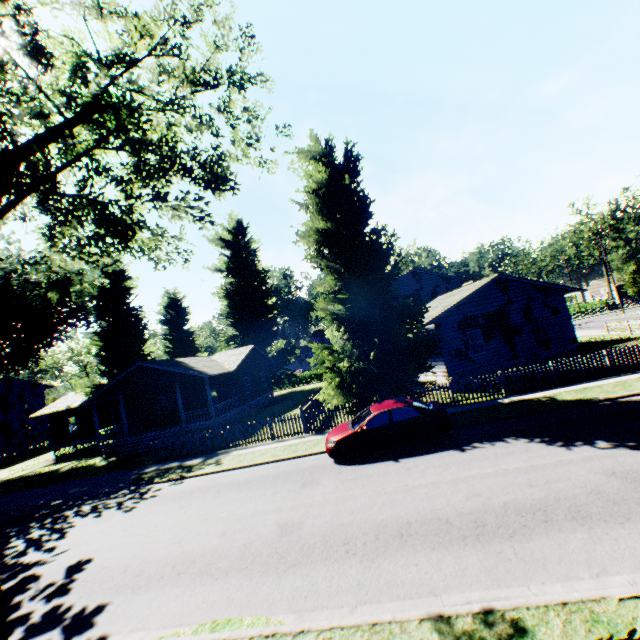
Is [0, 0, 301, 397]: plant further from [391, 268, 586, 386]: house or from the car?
the car

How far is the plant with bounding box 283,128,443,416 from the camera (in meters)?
15.50

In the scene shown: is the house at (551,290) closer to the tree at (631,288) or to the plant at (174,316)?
the plant at (174,316)

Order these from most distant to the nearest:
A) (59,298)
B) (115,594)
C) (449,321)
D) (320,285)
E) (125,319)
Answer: (125,319) < (59,298) < (449,321) < (320,285) < (115,594)

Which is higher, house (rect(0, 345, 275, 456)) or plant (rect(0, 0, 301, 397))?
plant (rect(0, 0, 301, 397))

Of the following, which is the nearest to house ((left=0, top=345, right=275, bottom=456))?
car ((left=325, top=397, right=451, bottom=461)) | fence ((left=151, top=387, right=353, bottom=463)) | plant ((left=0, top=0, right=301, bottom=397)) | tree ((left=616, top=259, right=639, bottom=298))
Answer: plant ((left=0, top=0, right=301, bottom=397))

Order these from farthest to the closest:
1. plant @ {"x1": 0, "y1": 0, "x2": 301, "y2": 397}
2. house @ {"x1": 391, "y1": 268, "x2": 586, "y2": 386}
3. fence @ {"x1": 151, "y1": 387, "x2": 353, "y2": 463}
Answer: house @ {"x1": 391, "y1": 268, "x2": 586, "y2": 386}
fence @ {"x1": 151, "y1": 387, "x2": 353, "y2": 463}
plant @ {"x1": 0, "y1": 0, "x2": 301, "y2": 397}

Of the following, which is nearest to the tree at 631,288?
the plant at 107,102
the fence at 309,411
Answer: the plant at 107,102
